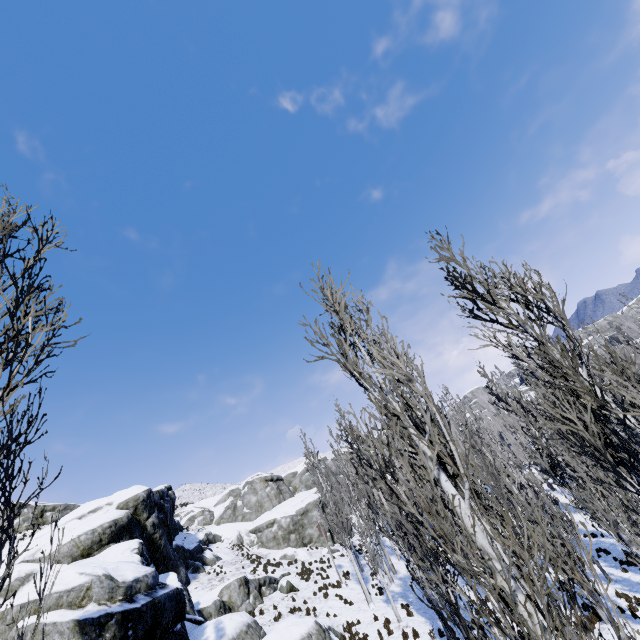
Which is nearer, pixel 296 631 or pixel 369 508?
pixel 296 631

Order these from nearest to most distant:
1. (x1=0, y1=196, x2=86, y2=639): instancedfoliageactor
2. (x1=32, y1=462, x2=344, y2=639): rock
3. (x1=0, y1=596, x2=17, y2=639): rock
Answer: (x1=0, y1=196, x2=86, y2=639): instancedfoliageactor → (x1=0, y1=596, x2=17, y2=639): rock → (x1=32, y1=462, x2=344, y2=639): rock

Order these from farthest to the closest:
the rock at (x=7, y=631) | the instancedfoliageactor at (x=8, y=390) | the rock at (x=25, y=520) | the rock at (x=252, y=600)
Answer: the rock at (x=25, y=520)
the rock at (x=252, y=600)
the rock at (x=7, y=631)
the instancedfoliageactor at (x=8, y=390)

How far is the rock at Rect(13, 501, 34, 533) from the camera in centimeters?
3034cm

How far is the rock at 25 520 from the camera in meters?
30.3 m

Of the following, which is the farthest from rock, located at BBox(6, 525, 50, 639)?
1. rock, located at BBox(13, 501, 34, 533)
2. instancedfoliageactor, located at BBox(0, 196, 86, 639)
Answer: rock, located at BBox(13, 501, 34, 533)

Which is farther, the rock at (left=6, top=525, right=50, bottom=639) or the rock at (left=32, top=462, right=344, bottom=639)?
the rock at (left=32, top=462, right=344, bottom=639)
